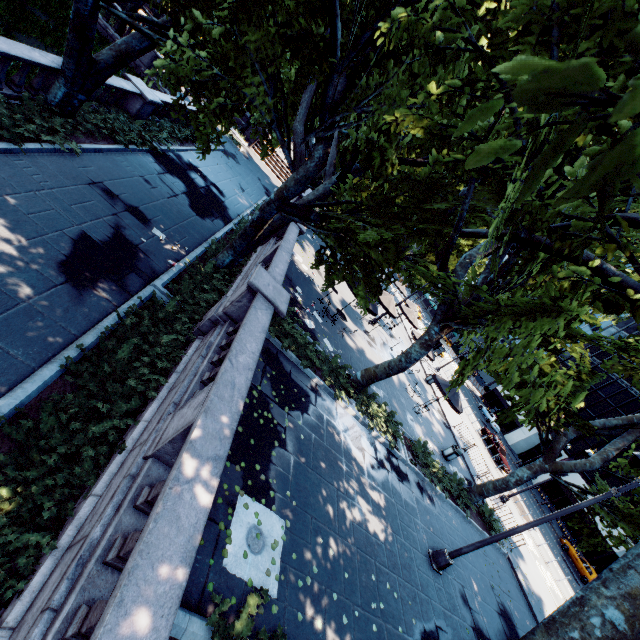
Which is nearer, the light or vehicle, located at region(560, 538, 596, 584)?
the light

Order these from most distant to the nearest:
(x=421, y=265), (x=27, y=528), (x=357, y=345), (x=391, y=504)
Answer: (x=421, y=265)
(x=357, y=345)
(x=391, y=504)
(x=27, y=528)

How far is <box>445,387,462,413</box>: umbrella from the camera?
19.6m

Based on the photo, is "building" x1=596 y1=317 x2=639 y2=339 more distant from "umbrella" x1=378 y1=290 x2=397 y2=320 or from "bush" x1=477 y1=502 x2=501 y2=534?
"umbrella" x1=378 y1=290 x2=397 y2=320

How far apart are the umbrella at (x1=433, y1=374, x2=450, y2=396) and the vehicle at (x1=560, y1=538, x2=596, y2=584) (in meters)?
27.84

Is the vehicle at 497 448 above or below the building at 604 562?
below

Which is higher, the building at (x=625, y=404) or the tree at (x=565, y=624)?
the building at (x=625, y=404)

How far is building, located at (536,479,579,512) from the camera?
44.2 meters
